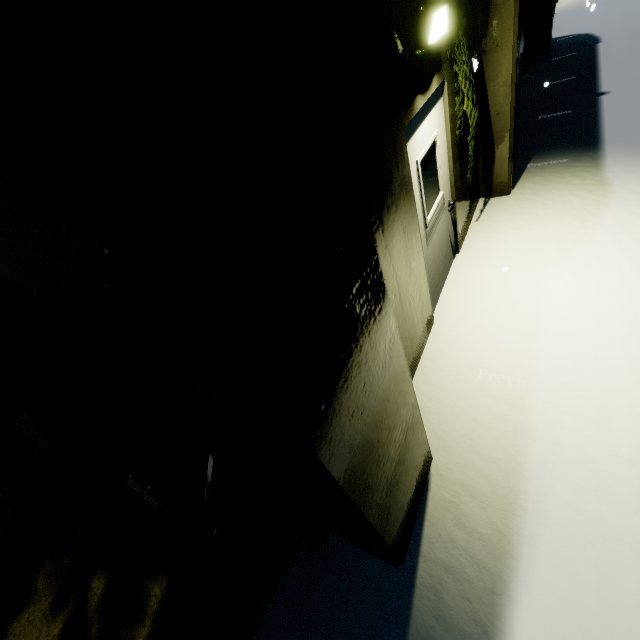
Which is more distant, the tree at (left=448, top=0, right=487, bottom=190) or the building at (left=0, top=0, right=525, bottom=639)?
the tree at (left=448, top=0, right=487, bottom=190)

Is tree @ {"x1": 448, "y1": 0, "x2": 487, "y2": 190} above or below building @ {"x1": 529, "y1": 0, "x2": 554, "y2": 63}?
above

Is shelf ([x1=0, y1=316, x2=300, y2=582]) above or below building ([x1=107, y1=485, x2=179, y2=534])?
above

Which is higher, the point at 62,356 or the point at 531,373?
the point at 62,356

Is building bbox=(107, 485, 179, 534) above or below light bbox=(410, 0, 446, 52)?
below

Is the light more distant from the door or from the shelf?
the shelf

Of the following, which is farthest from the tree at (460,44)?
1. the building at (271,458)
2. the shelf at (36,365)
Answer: the shelf at (36,365)

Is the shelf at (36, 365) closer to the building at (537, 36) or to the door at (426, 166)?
the building at (537, 36)
